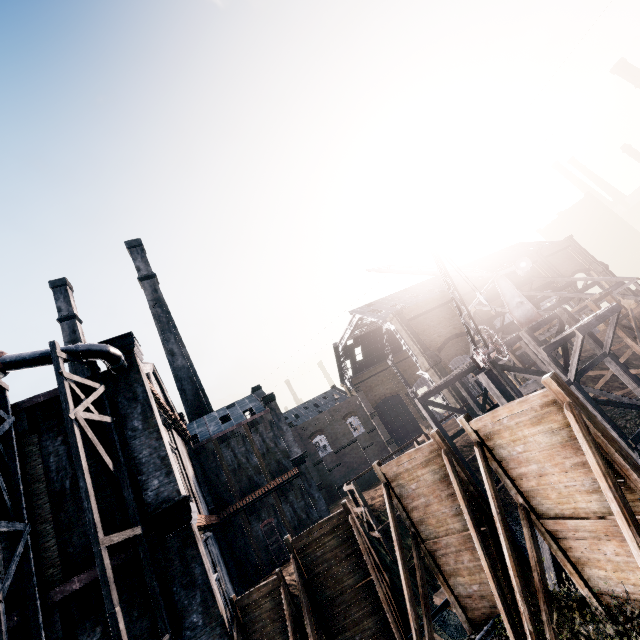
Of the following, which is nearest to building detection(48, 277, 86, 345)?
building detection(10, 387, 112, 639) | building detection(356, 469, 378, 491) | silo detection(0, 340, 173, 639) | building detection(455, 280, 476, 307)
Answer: building detection(10, 387, 112, 639)

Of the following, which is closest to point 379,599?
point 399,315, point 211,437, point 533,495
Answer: point 533,495

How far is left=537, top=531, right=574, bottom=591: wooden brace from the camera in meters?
13.5

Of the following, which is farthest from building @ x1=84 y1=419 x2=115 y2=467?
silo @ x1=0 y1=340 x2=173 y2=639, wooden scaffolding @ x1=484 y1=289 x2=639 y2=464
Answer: wooden scaffolding @ x1=484 y1=289 x2=639 y2=464

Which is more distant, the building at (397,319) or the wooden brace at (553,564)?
the building at (397,319)

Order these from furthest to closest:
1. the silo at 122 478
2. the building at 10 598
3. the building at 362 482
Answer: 1. the building at 362 482
2. the building at 10 598
3. the silo at 122 478

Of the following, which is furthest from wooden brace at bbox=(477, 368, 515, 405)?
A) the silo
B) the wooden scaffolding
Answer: the silo

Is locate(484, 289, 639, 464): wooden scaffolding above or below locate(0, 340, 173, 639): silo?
below
